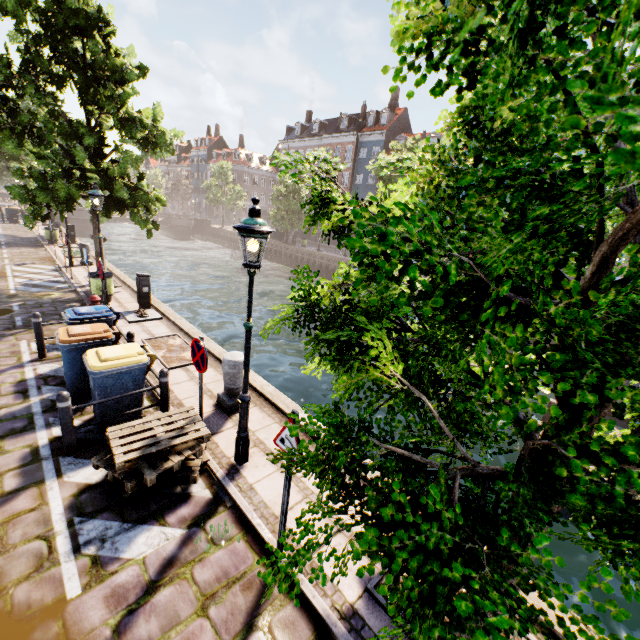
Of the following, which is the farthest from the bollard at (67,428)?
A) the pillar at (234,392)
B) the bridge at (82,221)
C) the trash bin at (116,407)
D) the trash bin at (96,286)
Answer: the bridge at (82,221)

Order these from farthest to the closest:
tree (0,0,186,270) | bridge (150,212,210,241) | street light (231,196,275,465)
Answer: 1. bridge (150,212,210,241)
2. tree (0,0,186,270)
3. street light (231,196,275,465)

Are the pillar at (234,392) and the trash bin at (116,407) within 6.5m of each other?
yes

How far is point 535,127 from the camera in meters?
1.0

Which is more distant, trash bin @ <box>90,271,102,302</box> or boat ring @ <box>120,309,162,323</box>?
trash bin @ <box>90,271,102,302</box>

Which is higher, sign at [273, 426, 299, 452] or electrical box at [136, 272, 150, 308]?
sign at [273, 426, 299, 452]

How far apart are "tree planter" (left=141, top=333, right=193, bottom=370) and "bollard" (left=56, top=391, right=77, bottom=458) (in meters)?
2.67

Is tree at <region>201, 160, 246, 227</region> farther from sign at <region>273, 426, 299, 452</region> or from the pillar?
the pillar
